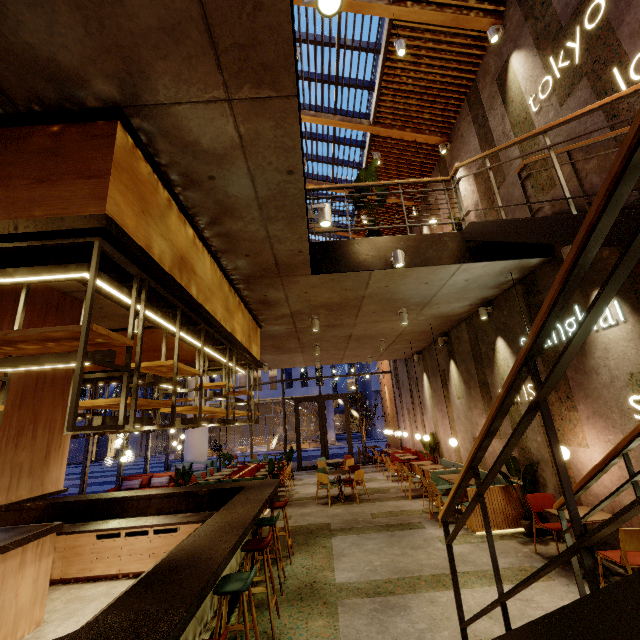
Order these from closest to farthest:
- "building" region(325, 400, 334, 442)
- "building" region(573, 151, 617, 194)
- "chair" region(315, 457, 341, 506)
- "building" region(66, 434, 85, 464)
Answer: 1. "building" region(573, 151, 617, 194)
2. "chair" region(315, 457, 341, 506)
3. "building" region(66, 434, 85, 464)
4. "building" region(325, 400, 334, 442)

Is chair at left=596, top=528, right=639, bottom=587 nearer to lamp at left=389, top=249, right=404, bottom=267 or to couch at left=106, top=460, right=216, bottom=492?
lamp at left=389, top=249, right=404, bottom=267

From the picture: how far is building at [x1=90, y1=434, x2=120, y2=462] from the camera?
41.5m

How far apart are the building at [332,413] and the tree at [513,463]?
35.6 meters

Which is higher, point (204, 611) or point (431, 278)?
point (431, 278)

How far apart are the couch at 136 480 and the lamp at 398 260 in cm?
1133

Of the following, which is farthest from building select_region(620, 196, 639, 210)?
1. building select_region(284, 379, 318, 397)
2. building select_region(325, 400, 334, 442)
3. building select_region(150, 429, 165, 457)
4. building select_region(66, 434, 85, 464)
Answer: building select_region(66, 434, 85, 464)

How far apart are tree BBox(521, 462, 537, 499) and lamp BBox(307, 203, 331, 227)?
5.9 meters
